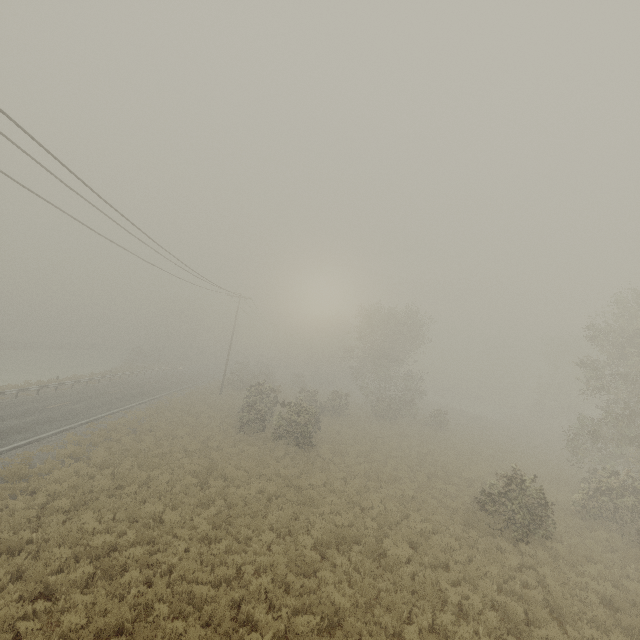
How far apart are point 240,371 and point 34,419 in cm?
3194
